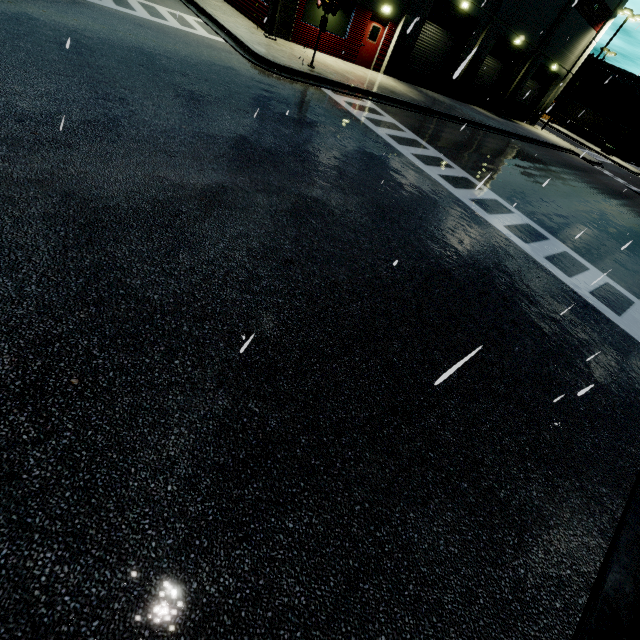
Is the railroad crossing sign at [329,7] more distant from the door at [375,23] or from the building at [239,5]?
the door at [375,23]

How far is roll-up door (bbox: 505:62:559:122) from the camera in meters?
29.8 m

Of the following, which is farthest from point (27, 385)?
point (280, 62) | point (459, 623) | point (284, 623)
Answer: point (280, 62)

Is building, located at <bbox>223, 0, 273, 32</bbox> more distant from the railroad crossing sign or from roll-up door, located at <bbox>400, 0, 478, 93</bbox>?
the railroad crossing sign

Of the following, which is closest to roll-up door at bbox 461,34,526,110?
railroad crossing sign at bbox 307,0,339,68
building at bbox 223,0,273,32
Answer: building at bbox 223,0,273,32

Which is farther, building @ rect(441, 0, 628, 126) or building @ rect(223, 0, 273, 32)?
building @ rect(441, 0, 628, 126)

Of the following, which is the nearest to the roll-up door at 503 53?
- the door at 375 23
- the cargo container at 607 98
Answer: the cargo container at 607 98

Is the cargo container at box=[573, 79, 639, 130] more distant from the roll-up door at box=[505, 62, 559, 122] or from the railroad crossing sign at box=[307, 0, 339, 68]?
the railroad crossing sign at box=[307, 0, 339, 68]
